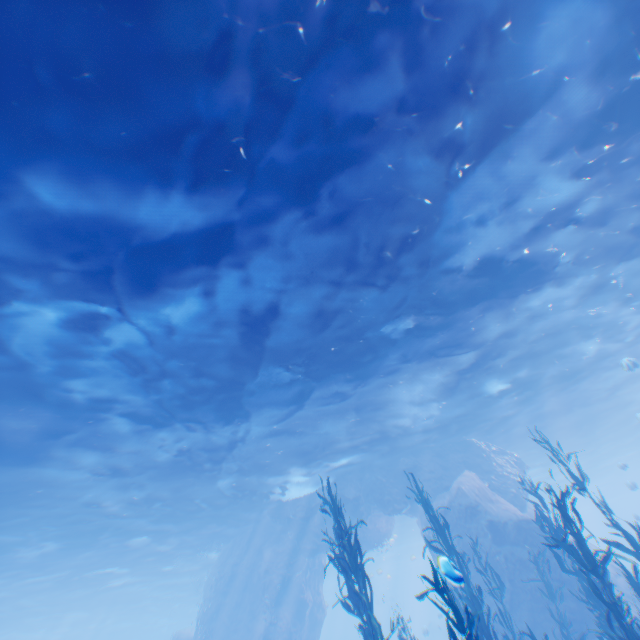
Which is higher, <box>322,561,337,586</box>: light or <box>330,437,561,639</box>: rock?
<box>322,561,337,586</box>: light

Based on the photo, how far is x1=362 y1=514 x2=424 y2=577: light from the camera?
34.8m

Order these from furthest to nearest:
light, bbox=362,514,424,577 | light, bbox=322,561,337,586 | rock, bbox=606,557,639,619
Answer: light, bbox=322,561,337,586 < light, bbox=362,514,424,577 < rock, bbox=606,557,639,619

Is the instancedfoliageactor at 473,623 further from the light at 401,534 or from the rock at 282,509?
the light at 401,534

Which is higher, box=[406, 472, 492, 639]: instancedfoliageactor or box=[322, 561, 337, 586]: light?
box=[322, 561, 337, 586]: light

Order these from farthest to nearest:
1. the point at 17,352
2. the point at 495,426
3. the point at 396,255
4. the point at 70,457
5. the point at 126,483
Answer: the point at 495,426, the point at 126,483, the point at 70,457, the point at 396,255, the point at 17,352
